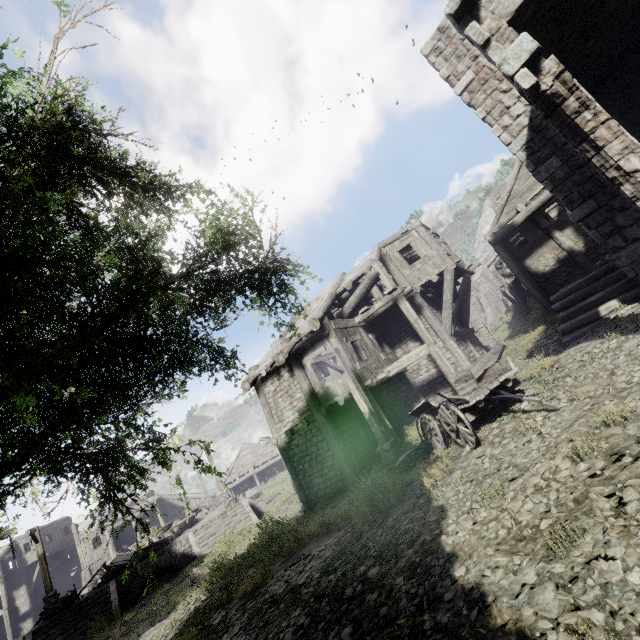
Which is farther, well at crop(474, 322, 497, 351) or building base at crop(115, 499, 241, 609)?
well at crop(474, 322, 497, 351)

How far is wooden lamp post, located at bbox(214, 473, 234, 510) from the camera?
22.58m

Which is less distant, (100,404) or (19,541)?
(100,404)

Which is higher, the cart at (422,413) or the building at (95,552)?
the building at (95,552)

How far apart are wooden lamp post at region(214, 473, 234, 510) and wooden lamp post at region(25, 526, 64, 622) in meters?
9.1 m

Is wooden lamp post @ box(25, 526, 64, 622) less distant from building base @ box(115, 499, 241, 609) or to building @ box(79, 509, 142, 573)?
building base @ box(115, 499, 241, 609)

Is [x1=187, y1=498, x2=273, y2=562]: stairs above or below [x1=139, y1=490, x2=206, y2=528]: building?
below

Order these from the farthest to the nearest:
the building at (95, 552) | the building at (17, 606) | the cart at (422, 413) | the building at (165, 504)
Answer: the building at (165, 504), the building at (17, 606), the building at (95, 552), the cart at (422, 413)
